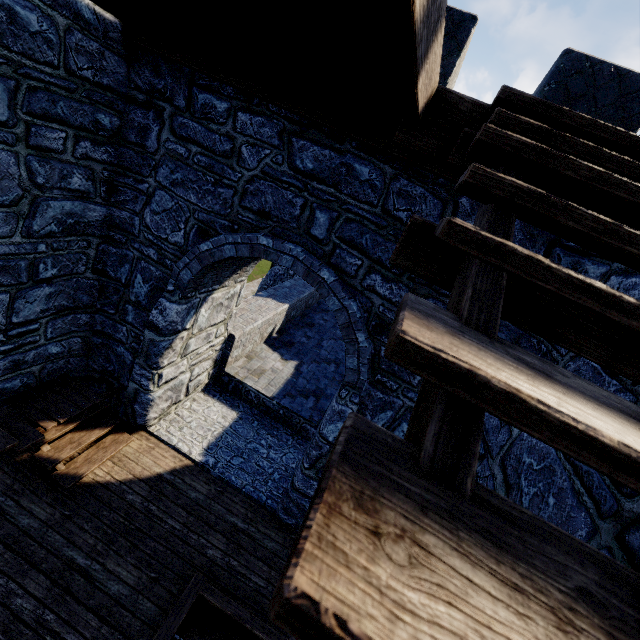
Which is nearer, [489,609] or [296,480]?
[489,609]
